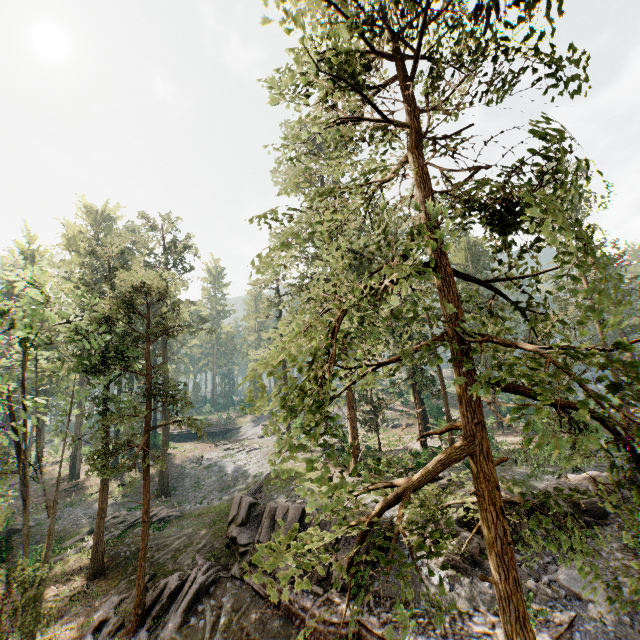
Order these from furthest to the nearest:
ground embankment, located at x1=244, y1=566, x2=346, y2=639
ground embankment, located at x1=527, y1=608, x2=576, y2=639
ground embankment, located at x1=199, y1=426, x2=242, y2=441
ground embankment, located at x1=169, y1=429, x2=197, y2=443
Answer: ground embankment, located at x1=199, y1=426, x2=242, y2=441, ground embankment, located at x1=169, y1=429, x2=197, y2=443, ground embankment, located at x1=244, y1=566, x2=346, y2=639, ground embankment, located at x1=527, y1=608, x2=576, y2=639

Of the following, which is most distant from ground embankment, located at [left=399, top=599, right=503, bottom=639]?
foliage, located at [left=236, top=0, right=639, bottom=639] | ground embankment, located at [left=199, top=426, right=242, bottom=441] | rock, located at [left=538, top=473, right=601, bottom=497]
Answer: ground embankment, located at [left=199, top=426, right=242, bottom=441]

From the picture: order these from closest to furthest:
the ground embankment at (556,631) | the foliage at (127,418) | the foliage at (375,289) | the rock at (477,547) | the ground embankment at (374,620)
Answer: the foliage at (375,289)
the ground embankment at (556,631)
the ground embankment at (374,620)
the rock at (477,547)
the foliage at (127,418)

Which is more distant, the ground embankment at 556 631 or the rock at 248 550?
the rock at 248 550

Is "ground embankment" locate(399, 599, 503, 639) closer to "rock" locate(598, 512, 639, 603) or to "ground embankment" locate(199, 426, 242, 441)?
"rock" locate(598, 512, 639, 603)

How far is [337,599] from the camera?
14.6 meters

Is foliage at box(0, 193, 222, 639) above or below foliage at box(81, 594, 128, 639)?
above
